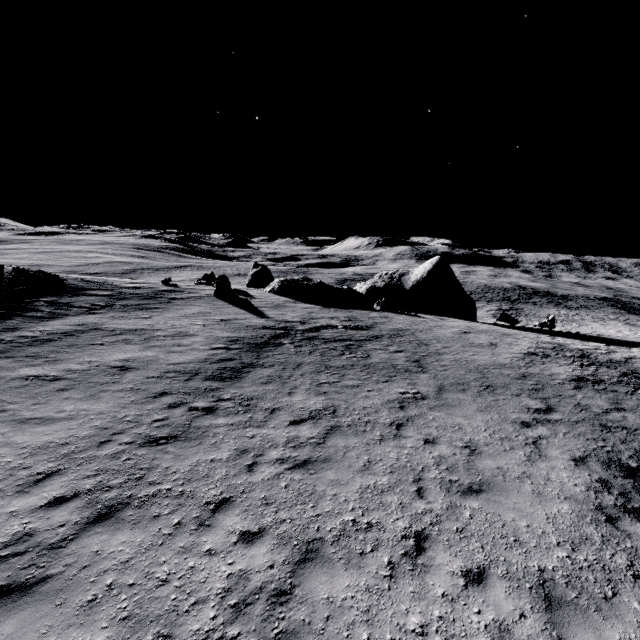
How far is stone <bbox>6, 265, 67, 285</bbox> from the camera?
23.0m

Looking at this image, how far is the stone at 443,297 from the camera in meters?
31.9

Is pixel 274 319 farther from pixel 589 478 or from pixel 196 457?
pixel 589 478

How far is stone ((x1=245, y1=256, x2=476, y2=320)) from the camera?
31.9 meters

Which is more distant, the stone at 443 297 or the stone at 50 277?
the stone at 443 297

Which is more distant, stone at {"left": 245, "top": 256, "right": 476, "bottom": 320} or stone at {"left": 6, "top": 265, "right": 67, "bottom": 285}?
stone at {"left": 245, "top": 256, "right": 476, "bottom": 320}
